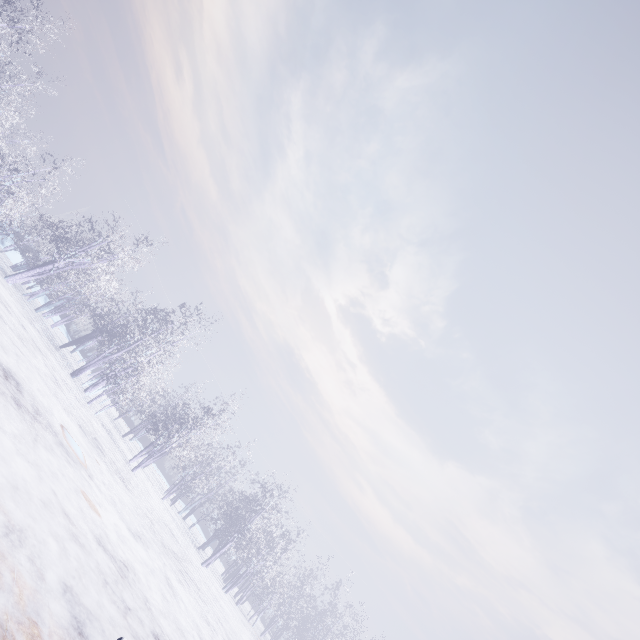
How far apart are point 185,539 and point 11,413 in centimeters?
1780cm
